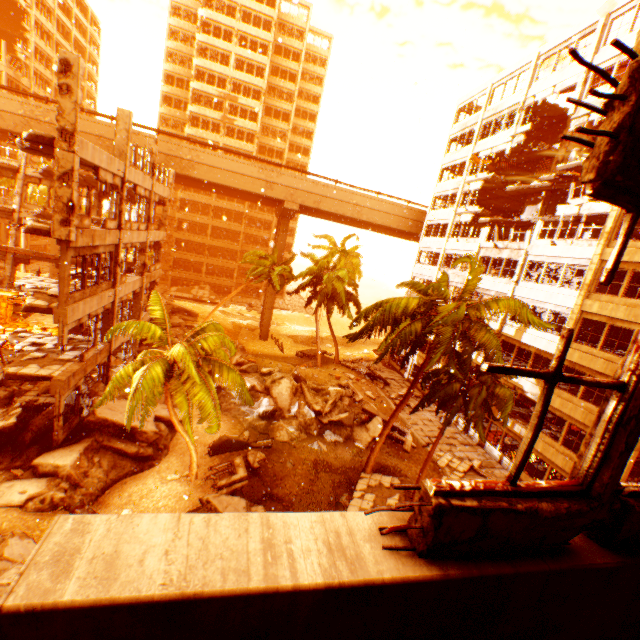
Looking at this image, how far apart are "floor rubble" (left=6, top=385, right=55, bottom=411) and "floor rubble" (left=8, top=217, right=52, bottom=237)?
8.5m

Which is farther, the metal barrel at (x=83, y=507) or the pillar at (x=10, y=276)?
the pillar at (x=10, y=276)

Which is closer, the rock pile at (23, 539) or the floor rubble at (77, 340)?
the rock pile at (23, 539)

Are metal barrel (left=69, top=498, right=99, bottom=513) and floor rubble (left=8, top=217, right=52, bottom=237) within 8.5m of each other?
no

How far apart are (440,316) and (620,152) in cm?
1101

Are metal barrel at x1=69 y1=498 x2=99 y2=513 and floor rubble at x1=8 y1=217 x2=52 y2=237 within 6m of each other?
no

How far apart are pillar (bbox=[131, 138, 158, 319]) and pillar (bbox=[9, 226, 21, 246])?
10.66m

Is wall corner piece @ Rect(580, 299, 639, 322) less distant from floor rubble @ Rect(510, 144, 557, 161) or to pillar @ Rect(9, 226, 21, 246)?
floor rubble @ Rect(510, 144, 557, 161)
